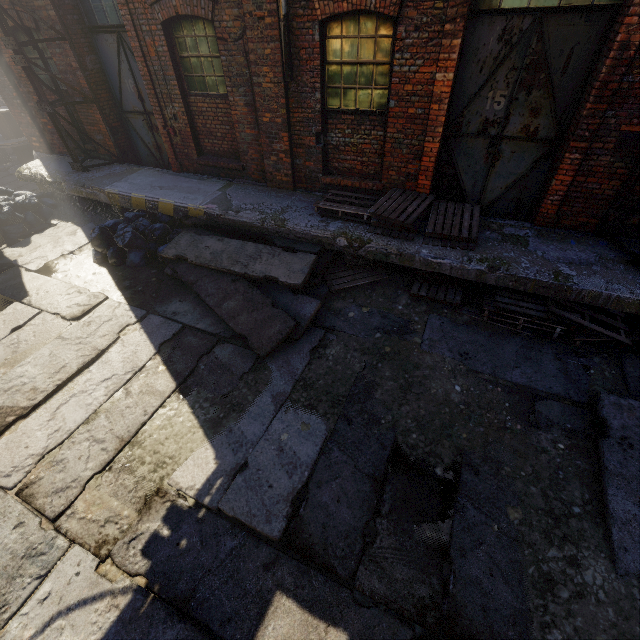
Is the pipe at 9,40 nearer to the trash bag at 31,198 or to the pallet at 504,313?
the trash bag at 31,198

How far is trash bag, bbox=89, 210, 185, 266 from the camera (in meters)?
6.86

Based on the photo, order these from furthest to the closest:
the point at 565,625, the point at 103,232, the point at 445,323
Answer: the point at 103,232 < the point at 445,323 < the point at 565,625

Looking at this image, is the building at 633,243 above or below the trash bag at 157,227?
above

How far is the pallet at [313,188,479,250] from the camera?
5.5m

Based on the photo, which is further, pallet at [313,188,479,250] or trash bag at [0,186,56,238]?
trash bag at [0,186,56,238]

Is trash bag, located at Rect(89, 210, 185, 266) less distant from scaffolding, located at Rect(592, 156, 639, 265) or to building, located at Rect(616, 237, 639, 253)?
building, located at Rect(616, 237, 639, 253)

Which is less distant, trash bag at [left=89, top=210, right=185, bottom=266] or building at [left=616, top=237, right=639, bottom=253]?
building at [left=616, top=237, right=639, bottom=253]
